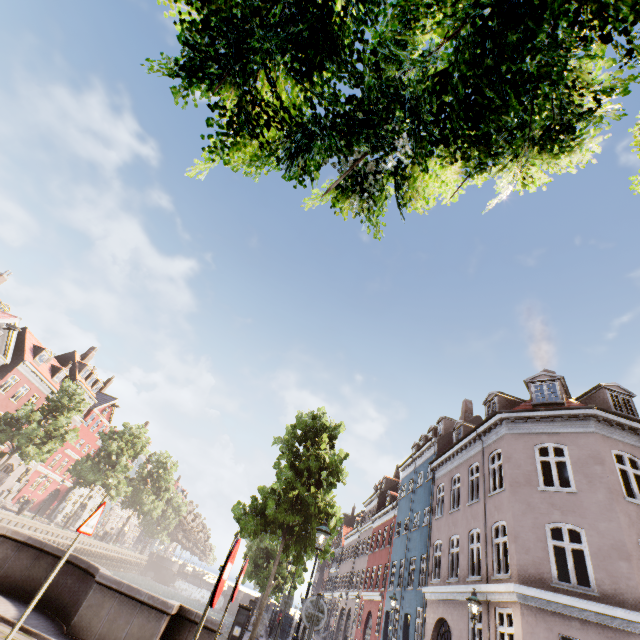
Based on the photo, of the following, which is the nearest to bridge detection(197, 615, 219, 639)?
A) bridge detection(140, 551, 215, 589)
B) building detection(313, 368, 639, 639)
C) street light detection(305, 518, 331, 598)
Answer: street light detection(305, 518, 331, 598)

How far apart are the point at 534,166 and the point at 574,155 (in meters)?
0.51

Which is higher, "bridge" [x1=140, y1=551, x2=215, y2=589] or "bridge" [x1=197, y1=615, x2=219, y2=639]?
"bridge" [x1=197, y1=615, x2=219, y2=639]

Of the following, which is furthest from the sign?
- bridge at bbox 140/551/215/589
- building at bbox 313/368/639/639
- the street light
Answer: bridge at bbox 140/551/215/589

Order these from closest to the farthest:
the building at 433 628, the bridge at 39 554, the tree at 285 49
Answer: the tree at 285 49 < the bridge at 39 554 < the building at 433 628

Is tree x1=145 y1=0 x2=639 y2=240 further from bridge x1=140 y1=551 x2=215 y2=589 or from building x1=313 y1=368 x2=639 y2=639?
building x1=313 y1=368 x2=639 y2=639

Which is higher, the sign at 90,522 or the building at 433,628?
the building at 433,628

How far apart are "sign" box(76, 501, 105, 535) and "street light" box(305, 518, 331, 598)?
6.44m
